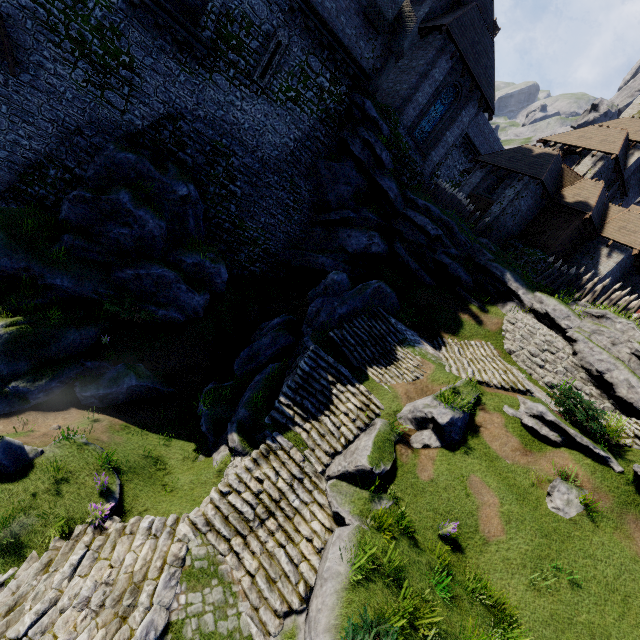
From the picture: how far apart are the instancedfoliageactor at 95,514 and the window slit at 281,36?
19.1m

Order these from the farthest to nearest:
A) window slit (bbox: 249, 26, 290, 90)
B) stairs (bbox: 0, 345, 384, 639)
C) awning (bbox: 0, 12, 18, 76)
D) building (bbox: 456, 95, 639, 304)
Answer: building (bbox: 456, 95, 639, 304) → window slit (bbox: 249, 26, 290, 90) → awning (bbox: 0, 12, 18, 76) → stairs (bbox: 0, 345, 384, 639)

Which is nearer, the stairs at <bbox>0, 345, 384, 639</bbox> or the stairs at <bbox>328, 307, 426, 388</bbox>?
the stairs at <bbox>0, 345, 384, 639</bbox>

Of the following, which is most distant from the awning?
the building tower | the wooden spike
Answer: the wooden spike

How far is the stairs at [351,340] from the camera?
14.99m

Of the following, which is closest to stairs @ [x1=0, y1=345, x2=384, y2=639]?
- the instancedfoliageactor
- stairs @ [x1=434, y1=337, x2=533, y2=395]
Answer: the instancedfoliageactor

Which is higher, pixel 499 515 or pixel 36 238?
pixel 499 515

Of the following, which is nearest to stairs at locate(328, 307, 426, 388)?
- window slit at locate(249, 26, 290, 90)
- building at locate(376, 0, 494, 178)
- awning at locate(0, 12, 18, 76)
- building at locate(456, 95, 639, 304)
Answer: building at locate(376, 0, 494, 178)
